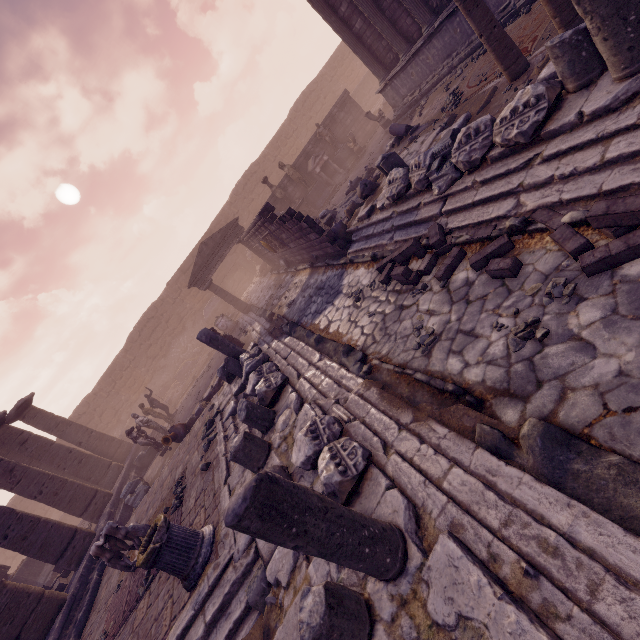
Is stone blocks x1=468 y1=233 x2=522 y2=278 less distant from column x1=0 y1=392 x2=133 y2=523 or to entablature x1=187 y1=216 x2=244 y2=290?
entablature x1=187 y1=216 x2=244 y2=290

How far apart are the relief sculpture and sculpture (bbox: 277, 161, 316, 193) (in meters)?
5.14

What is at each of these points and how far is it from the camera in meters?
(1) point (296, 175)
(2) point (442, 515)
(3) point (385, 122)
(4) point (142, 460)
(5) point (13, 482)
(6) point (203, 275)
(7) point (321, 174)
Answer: (1) sculpture, 17.5 m
(2) building debris, 2.7 m
(3) sculpture, 15.1 m
(4) building debris, 14.8 m
(5) column, 11.4 m
(6) entablature, 17.6 m
(7) altar, 18.0 m

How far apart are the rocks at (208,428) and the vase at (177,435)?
2.3 meters

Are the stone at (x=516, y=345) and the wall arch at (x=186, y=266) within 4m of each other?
no

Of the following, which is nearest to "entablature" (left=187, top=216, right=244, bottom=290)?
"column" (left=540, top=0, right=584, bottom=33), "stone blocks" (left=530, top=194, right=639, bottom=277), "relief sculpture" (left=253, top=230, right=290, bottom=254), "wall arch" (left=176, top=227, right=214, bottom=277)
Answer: "relief sculpture" (left=253, top=230, right=290, bottom=254)

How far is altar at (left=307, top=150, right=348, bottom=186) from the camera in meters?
17.8 m

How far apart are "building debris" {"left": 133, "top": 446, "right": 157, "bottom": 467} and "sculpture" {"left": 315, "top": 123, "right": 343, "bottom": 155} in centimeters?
1760cm
